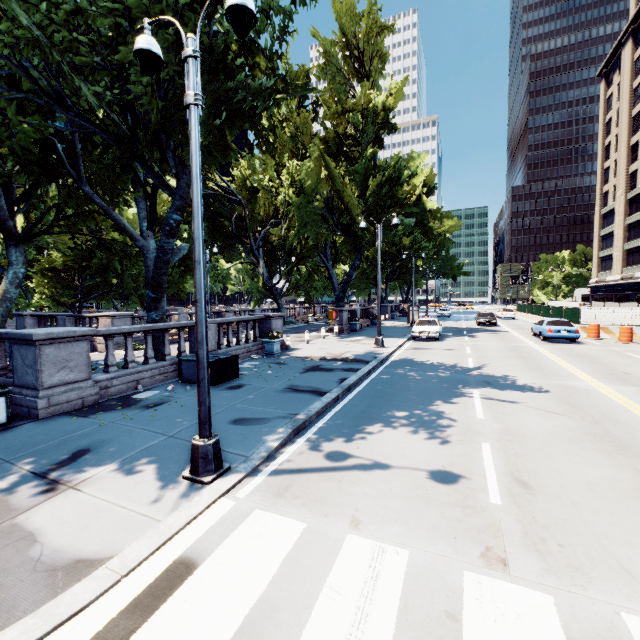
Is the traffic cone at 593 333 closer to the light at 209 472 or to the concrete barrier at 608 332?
the concrete barrier at 608 332

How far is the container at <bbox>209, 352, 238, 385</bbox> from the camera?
10.5 meters

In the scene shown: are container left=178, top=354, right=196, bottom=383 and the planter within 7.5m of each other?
yes

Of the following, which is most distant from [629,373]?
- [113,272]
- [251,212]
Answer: [113,272]

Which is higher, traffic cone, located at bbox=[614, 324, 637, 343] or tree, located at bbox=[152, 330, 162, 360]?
tree, located at bbox=[152, 330, 162, 360]

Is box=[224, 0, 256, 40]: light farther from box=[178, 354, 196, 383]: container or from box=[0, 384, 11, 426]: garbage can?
box=[178, 354, 196, 383]: container

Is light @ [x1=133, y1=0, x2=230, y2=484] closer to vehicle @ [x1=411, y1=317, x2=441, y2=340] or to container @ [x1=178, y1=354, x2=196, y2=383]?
vehicle @ [x1=411, y1=317, x2=441, y2=340]

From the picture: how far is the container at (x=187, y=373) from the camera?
10.8m
